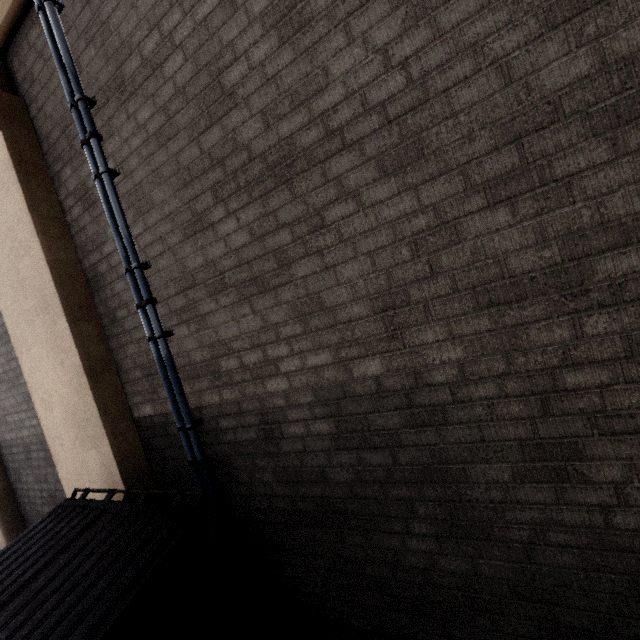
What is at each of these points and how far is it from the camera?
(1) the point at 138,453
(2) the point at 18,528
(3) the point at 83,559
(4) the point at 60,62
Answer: (1) concrete pillar, 3.40m
(2) concrete pillar, 5.45m
(3) dumpster, 2.17m
(4) electrical conduit, 2.79m

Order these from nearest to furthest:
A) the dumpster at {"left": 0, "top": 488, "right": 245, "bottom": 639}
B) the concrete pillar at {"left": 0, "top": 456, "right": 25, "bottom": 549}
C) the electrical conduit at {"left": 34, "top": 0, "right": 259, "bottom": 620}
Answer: the dumpster at {"left": 0, "top": 488, "right": 245, "bottom": 639} → the electrical conduit at {"left": 34, "top": 0, "right": 259, "bottom": 620} → the concrete pillar at {"left": 0, "top": 456, "right": 25, "bottom": 549}

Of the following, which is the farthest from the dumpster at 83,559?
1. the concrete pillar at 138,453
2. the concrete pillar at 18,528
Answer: the concrete pillar at 18,528

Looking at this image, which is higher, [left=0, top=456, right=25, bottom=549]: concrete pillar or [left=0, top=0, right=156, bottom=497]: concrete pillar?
[left=0, top=0, right=156, bottom=497]: concrete pillar

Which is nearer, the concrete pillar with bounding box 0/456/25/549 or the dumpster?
the dumpster

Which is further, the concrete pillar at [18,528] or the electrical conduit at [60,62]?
the concrete pillar at [18,528]

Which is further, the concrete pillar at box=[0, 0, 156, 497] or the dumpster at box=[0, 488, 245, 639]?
the concrete pillar at box=[0, 0, 156, 497]

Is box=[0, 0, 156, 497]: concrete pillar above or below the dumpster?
above
